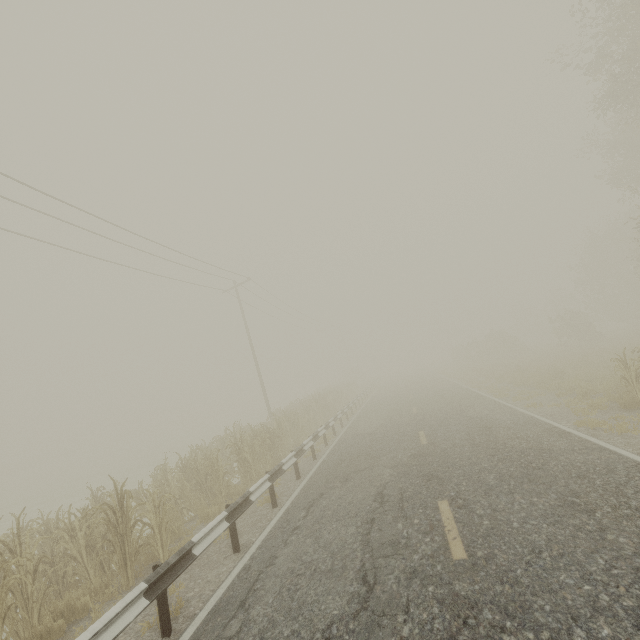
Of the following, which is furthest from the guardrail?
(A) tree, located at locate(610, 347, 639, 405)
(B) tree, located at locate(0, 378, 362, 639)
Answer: (A) tree, located at locate(610, 347, 639, 405)

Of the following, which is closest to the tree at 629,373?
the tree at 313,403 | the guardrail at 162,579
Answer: the guardrail at 162,579

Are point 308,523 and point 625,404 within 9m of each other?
no

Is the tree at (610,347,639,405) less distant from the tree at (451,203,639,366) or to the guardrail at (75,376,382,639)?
the guardrail at (75,376,382,639)

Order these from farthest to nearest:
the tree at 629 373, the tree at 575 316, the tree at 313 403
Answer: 1. the tree at 575 316
2. the tree at 629 373
3. the tree at 313 403

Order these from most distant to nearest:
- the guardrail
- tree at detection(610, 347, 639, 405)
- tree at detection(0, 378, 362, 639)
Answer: tree at detection(610, 347, 639, 405) < tree at detection(0, 378, 362, 639) < the guardrail

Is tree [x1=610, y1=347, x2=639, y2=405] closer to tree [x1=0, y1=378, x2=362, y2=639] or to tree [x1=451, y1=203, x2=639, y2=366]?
tree [x1=0, y1=378, x2=362, y2=639]
